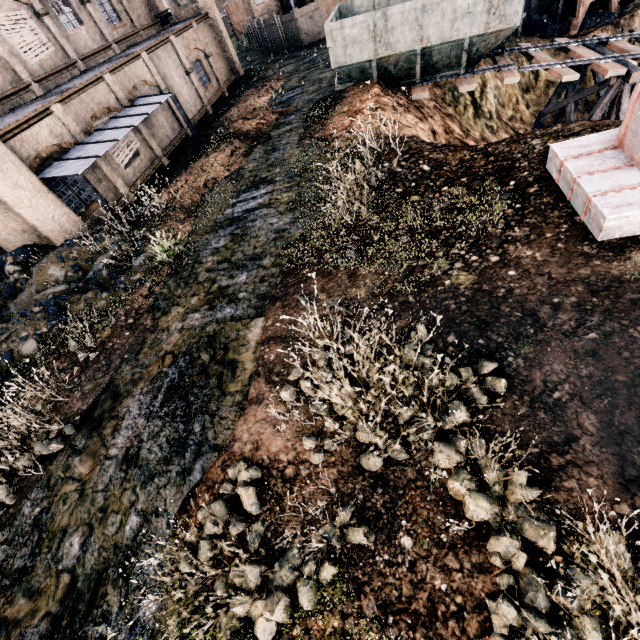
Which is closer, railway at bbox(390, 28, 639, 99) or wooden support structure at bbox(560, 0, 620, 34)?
railway at bbox(390, 28, 639, 99)

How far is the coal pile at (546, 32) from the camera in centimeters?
2503cm

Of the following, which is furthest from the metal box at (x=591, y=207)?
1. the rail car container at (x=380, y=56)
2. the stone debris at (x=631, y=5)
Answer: the stone debris at (x=631, y=5)

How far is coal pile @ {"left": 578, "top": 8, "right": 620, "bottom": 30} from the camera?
23.6 meters

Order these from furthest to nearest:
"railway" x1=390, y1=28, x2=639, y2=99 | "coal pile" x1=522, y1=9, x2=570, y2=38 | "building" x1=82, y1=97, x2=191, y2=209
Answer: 1. "coal pile" x1=522, y1=9, x2=570, y2=38
2. "building" x1=82, y1=97, x2=191, y2=209
3. "railway" x1=390, y1=28, x2=639, y2=99

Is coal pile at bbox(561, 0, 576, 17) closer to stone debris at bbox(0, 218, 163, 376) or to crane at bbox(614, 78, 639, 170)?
crane at bbox(614, 78, 639, 170)

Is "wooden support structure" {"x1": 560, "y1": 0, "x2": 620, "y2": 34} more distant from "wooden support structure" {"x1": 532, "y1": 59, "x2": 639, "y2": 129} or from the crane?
the crane

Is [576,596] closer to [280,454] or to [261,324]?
[280,454]
